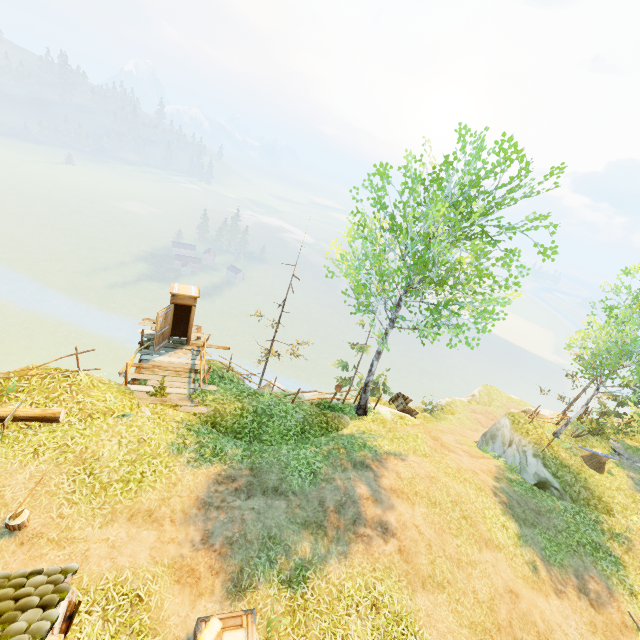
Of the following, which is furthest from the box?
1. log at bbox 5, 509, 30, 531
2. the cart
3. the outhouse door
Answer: the cart

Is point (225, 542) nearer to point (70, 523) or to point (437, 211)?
point (70, 523)

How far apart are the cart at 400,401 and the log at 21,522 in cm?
1739

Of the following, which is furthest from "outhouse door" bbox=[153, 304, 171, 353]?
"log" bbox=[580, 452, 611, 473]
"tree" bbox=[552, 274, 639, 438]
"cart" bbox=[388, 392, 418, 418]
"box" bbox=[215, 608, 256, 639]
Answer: "log" bbox=[580, 452, 611, 473]

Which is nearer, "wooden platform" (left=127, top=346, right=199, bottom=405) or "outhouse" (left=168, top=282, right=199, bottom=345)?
"wooden platform" (left=127, top=346, right=199, bottom=405)

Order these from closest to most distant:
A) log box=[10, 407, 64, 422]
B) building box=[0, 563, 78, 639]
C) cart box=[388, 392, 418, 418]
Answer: building box=[0, 563, 78, 639] < log box=[10, 407, 64, 422] < cart box=[388, 392, 418, 418]

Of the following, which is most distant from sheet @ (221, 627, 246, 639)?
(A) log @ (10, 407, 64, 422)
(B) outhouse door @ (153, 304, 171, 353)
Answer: (B) outhouse door @ (153, 304, 171, 353)

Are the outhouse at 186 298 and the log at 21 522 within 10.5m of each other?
yes
